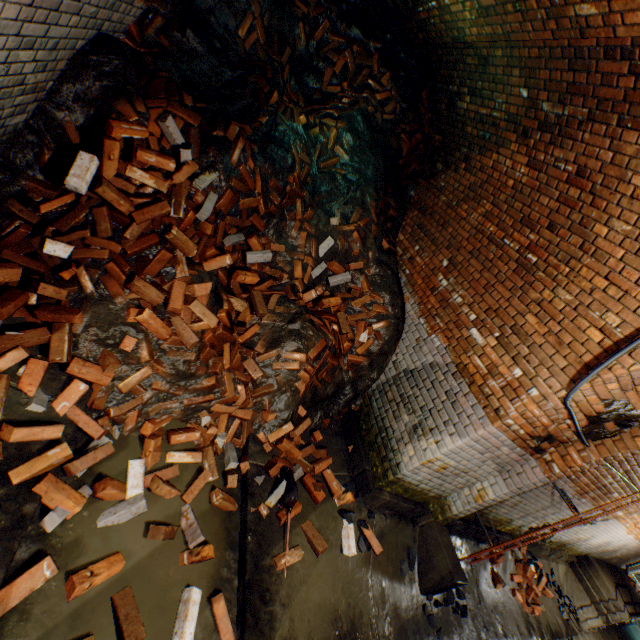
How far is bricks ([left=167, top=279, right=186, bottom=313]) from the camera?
3.0 meters

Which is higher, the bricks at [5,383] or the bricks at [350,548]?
the bricks at [350,548]

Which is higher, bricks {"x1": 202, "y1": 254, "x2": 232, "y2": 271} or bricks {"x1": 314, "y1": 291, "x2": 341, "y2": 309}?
bricks {"x1": 314, "y1": 291, "x2": 341, "y2": 309}

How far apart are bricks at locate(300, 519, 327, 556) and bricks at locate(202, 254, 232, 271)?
1.91m

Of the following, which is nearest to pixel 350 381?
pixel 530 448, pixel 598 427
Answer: pixel 530 448

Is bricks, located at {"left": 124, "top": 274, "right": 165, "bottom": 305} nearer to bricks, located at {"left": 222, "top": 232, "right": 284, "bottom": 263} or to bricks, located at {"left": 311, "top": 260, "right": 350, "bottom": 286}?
bricks, located at {"left": 222, "top": 232, "right": 284, "bottom": 263}

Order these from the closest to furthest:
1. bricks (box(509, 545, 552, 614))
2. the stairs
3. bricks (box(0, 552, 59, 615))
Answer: bricks (box(0, 552, 59, 615))
bricks (box(509, 545, 552, 614))
the stairs

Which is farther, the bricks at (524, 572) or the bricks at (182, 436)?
the bricks at (524, 572)
